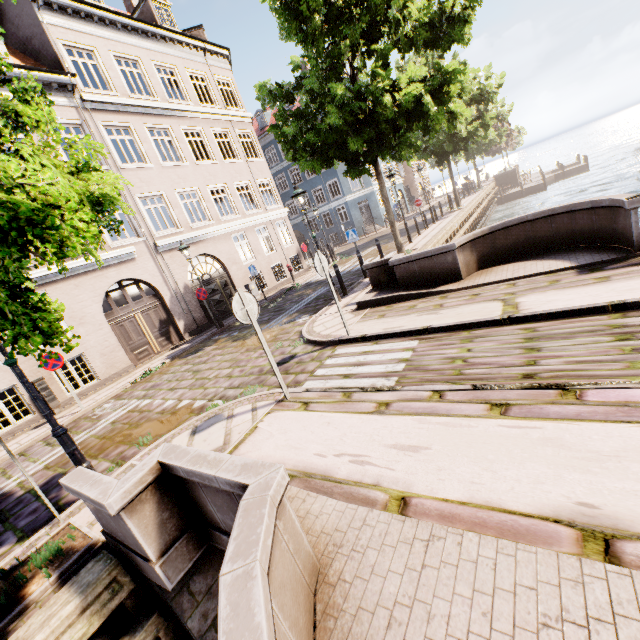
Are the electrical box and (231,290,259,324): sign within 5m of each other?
no

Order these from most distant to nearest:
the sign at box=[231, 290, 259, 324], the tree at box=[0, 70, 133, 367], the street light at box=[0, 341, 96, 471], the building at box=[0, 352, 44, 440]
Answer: the building at box=[0, 352, 44, 440], the sign at box=[231, 290, 259, 324], the street light at box=[0, 341, 96, 471], the tree at box=[0, 70, 133, 367]

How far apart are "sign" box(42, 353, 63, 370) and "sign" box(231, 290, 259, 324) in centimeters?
786cm

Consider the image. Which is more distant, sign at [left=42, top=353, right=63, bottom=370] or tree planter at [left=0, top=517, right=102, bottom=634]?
sign at [left=42, top=353, right=63, bottom=370]

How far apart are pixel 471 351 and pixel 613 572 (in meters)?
3.26

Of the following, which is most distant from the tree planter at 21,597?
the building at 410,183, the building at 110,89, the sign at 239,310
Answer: the building at 110,89

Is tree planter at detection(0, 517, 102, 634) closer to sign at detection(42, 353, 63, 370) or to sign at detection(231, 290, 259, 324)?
sign at detection(231, 290, 259, 324)

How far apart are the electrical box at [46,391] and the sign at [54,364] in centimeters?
162cm
